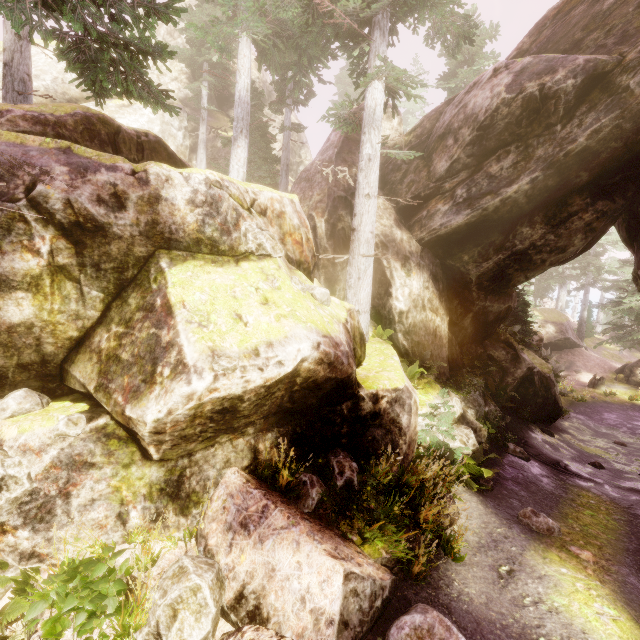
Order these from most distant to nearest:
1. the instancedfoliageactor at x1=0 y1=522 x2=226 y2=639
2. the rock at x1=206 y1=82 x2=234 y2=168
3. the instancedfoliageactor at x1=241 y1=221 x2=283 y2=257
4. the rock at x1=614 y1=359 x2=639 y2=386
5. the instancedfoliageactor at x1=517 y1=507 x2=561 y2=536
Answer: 1. the rock at x1=206 y1=82 x2=234 y2=168
2. the rock at x1=614 y1=359 x2=639 y2=386
3. the instancedfoliageactor at x1=517 y1=507 x2=561 y2=536
4. the instancedfoliageactor at x1=241 y1=221 x2=283 y2=257
5. the instancedfoliageactor at x1=0 y1=522 x2=226 y2=639

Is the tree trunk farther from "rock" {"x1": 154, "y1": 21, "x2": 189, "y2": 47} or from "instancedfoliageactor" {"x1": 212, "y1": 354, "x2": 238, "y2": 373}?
"rock" {"x1": 154, "y1": 21, "x2": 189, "y2": 47}

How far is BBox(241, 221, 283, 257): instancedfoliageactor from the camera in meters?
6.3 m

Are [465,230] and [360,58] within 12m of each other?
yes

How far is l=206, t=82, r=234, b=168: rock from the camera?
27.6m

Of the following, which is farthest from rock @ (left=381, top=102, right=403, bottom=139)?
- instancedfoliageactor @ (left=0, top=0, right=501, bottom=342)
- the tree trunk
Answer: the tree trunk

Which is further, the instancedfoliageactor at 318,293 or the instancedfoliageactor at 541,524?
the instancedfoliageactor at 541,524

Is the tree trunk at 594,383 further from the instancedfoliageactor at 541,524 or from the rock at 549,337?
the rock at 549,337
